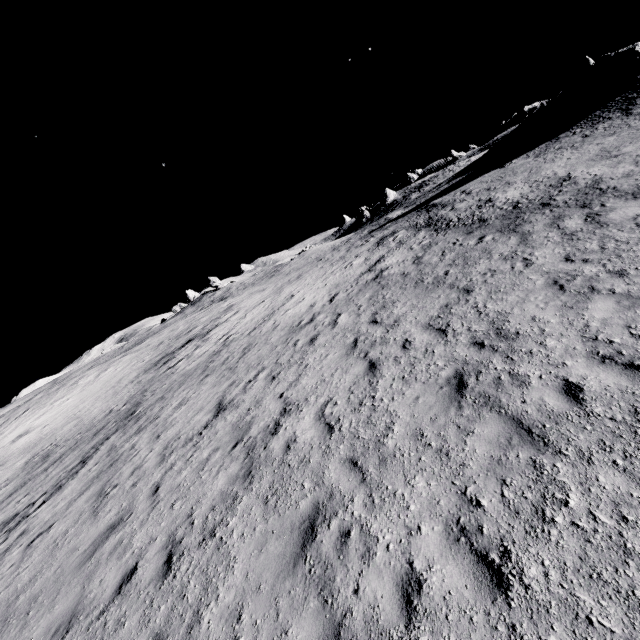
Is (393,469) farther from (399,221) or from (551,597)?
(399,221)
